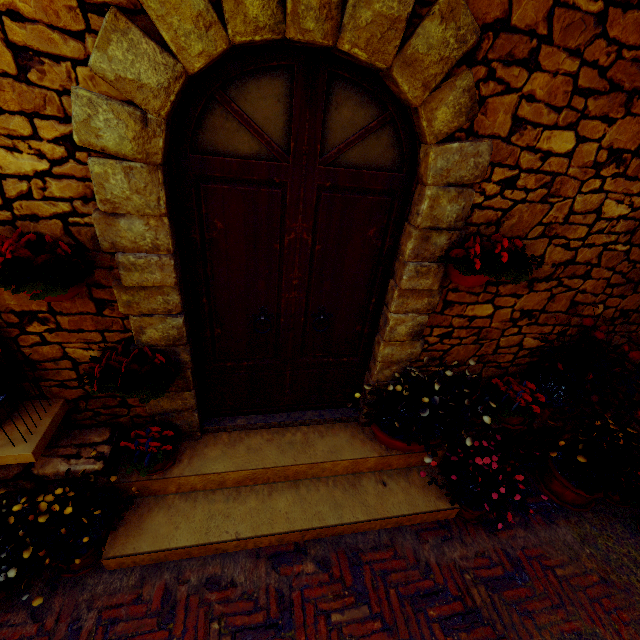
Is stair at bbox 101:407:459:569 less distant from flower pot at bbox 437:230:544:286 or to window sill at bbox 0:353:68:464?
window sill at bbox 0:353:68:464

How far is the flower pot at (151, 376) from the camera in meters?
2.1 m

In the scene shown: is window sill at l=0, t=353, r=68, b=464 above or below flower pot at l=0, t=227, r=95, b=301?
below

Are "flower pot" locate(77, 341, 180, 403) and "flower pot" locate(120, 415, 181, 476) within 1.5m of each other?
yes

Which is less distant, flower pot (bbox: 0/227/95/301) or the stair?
flower pot (bbox: 0/227/95/301)

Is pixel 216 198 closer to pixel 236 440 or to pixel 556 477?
pixel 236 440

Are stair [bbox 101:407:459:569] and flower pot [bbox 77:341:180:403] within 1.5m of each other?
yes

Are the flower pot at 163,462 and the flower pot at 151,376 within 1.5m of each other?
yes
